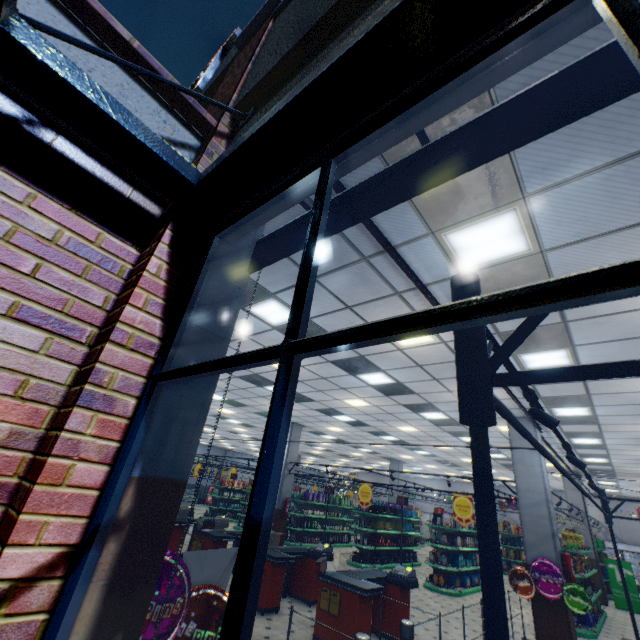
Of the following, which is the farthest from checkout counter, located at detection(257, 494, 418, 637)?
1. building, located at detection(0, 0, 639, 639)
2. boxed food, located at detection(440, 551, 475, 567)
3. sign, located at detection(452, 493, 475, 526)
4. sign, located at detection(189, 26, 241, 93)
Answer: sign, located at detection(189, 26, 241, 93)

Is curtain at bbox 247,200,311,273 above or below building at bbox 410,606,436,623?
above

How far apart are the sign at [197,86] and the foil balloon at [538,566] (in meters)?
11.69

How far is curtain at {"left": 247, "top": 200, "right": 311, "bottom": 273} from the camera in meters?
2.0

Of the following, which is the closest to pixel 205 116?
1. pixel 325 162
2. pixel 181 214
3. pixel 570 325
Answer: pixel 181 214

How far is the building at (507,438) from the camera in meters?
8.8 m

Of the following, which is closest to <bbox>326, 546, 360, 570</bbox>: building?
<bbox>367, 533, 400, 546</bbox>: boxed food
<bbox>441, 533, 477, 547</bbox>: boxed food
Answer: <bbox>367, 533, 400, 546</bbox>: boxed food
